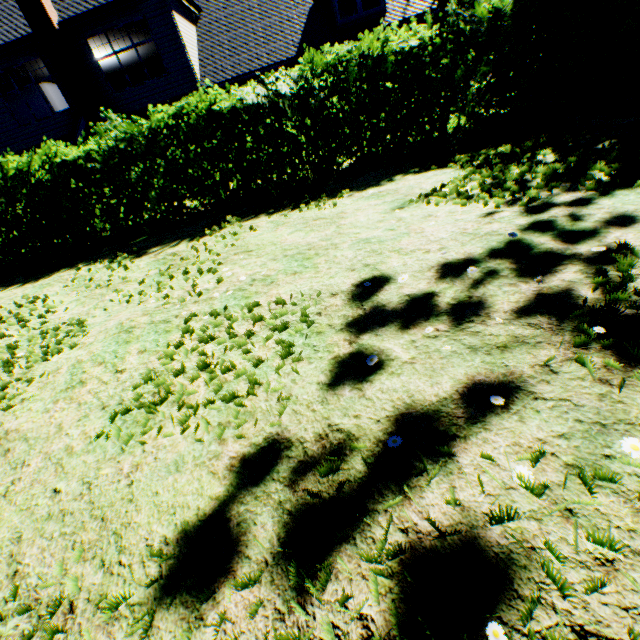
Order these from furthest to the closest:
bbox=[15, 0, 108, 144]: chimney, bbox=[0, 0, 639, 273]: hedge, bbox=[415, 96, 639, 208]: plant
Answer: bbox=[15, 0, 108, 144]: chimney → bbox=[0, 0, 639, 273]: hedge → bbox=[415, 96, 639, 208]: plant

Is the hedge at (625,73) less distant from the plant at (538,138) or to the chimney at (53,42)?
the chimney at (53,42)

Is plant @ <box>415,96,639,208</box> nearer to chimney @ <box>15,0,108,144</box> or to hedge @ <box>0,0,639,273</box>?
hedge @ <box>0,0,639,273</box>

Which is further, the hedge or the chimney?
the chimney

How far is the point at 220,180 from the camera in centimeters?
748cm
